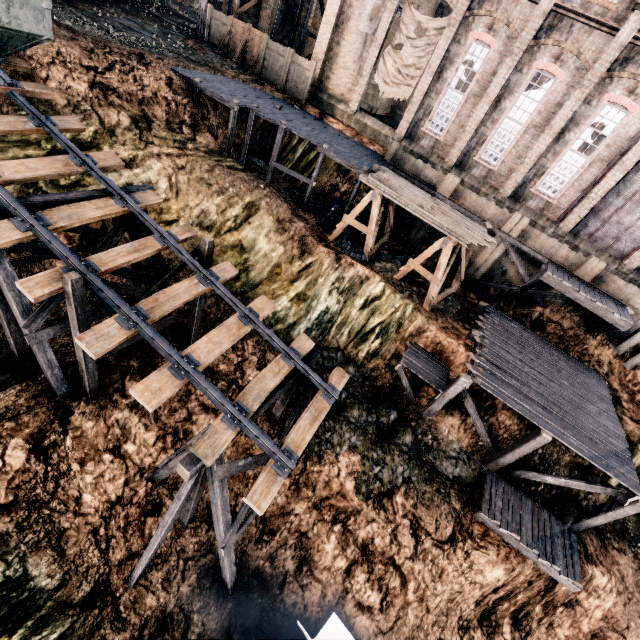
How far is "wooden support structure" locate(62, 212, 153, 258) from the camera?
11.0m

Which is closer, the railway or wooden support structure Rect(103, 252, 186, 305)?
the railway

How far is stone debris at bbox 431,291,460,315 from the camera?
19.53m

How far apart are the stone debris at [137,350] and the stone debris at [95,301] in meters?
1.3

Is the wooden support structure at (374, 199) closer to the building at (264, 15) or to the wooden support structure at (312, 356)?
the building at (264, 15)

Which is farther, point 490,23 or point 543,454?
point 490,23

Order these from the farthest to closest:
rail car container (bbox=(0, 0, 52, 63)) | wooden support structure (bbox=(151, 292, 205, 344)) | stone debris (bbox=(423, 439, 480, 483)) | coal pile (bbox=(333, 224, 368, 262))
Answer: coal pile (bbox=(333, 224, 368, 262)) → stone debris (bbox=(423, 439, 480, 483)) → wooden support structure (bbox=(151, 292, 205, 344)) → rail car container (bbox=(0, 0, 52, 63))
